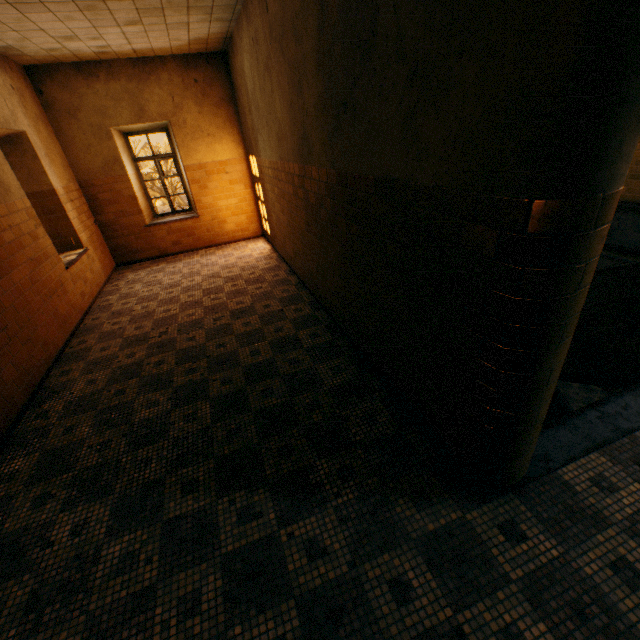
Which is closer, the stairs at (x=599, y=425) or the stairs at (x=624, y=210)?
the stairs at (x=599, y=425)

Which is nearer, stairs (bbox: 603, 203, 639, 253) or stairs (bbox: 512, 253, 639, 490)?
stairs (bbox: 512, 253, 639, 490)

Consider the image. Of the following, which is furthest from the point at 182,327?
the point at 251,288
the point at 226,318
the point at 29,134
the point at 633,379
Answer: the point at 633,379
